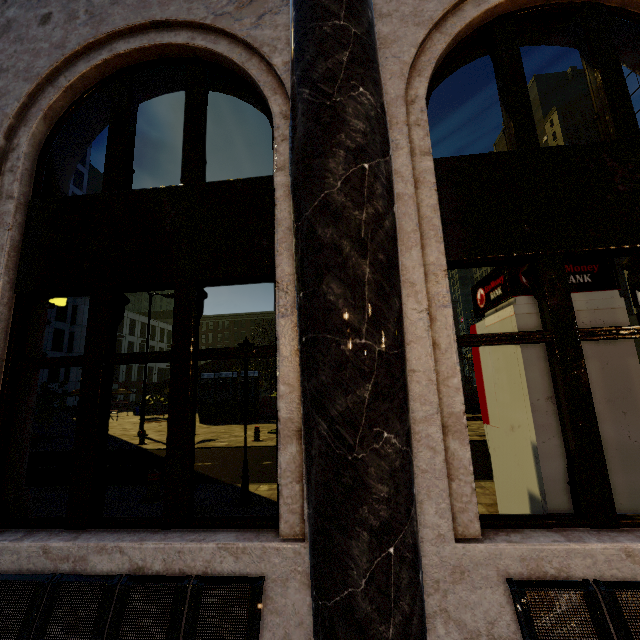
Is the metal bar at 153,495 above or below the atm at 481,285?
below

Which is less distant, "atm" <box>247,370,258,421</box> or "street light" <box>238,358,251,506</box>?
"street light" <box>238,358,251,506</box>

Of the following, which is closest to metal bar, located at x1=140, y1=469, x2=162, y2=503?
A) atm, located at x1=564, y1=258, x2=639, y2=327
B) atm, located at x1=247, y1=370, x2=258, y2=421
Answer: atm, located at x1=564, y1=258, x2=639, y2=327

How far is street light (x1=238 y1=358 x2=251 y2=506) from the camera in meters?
5.8 m

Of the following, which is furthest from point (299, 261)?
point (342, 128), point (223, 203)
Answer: point (223, 203)

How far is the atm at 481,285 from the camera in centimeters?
310cm

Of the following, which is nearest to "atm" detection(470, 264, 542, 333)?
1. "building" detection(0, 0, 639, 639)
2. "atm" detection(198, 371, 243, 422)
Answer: "building" detection(0, 0, 639, 639)

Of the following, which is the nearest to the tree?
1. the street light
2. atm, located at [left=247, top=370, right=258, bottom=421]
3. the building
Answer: atm, located at [left=247, top=370, right=258, bottom=421]
